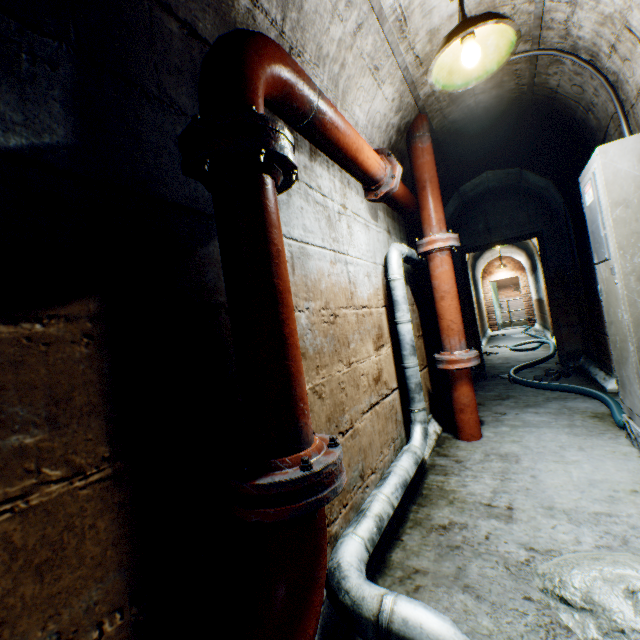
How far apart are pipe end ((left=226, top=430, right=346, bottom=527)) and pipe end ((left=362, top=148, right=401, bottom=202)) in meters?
1.9 m

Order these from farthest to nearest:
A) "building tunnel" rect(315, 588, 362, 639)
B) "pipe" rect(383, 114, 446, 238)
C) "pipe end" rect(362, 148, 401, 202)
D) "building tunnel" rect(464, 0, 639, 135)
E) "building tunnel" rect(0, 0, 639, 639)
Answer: "pipe" rect(383, 114, 446, 238), "pipe end" rect(362, 148, 401, 202), "building tunnel" rect(464, 0, 639, 135), "building tunnel" rect(315, 588, 362, 639), "building tunnel" rect(0, 0, 639, 639)

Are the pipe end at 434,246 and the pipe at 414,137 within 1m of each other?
yes

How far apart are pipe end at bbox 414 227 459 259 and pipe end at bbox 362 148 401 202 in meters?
0.6 m

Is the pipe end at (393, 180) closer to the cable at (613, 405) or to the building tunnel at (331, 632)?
the building tunnel at (331, 632)

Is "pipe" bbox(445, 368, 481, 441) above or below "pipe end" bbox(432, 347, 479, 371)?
below

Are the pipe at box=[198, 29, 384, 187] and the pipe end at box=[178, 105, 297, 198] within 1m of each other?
yes

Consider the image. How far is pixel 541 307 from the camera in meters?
9.8 m
